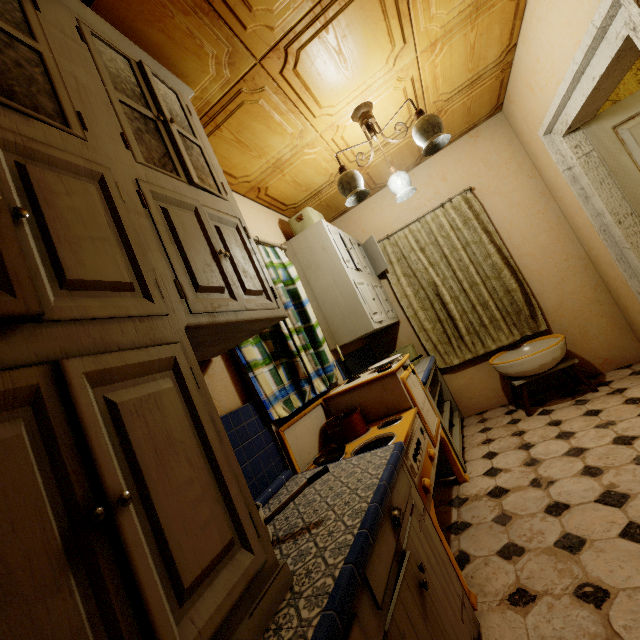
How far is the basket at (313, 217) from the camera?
3.10m

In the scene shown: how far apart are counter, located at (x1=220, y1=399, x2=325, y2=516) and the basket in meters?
2.0 m

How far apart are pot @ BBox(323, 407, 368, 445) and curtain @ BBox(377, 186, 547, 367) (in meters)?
1.93

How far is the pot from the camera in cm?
198

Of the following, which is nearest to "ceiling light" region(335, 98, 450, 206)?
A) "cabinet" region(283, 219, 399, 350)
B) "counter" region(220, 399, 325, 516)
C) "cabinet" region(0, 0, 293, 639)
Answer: "cabinet" region(283, 219, 399, 350)

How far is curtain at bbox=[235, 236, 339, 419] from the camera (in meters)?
1.81

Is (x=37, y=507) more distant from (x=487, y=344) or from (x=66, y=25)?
(x=487, y=344)

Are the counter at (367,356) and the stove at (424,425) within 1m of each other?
yes
